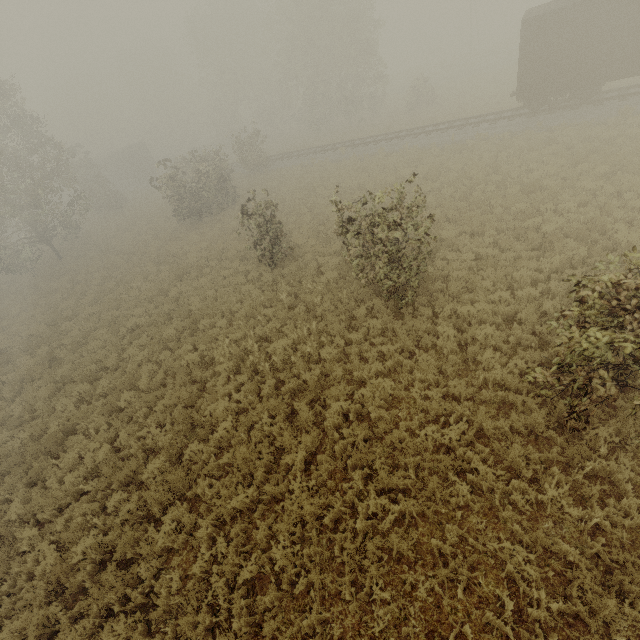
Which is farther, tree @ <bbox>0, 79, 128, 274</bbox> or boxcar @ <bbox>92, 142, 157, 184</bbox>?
boxcar @ <bbox>92, 142, 157, 184</bbox>

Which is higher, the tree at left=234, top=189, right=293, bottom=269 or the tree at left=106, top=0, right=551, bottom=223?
the tree at left=106, top=0, right=551, bottom=223

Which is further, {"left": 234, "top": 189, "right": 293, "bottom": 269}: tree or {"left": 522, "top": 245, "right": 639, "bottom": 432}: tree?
{"left": 234, "top": 189, "right": 293, "bottom": 269}: tree

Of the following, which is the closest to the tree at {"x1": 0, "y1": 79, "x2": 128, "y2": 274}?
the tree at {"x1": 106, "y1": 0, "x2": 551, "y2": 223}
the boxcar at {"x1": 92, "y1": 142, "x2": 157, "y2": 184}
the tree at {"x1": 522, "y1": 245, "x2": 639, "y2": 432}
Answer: the tree at {"x1": 106, "y1": 0, "x2": 551, "y2": 223}

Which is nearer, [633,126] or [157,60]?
[633,126]

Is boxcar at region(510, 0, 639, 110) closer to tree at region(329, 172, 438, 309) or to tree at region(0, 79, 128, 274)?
tree at region(329, 172, 438, 309)

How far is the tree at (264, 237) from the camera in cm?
1393

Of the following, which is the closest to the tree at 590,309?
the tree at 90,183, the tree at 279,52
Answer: the tree at 279,52
